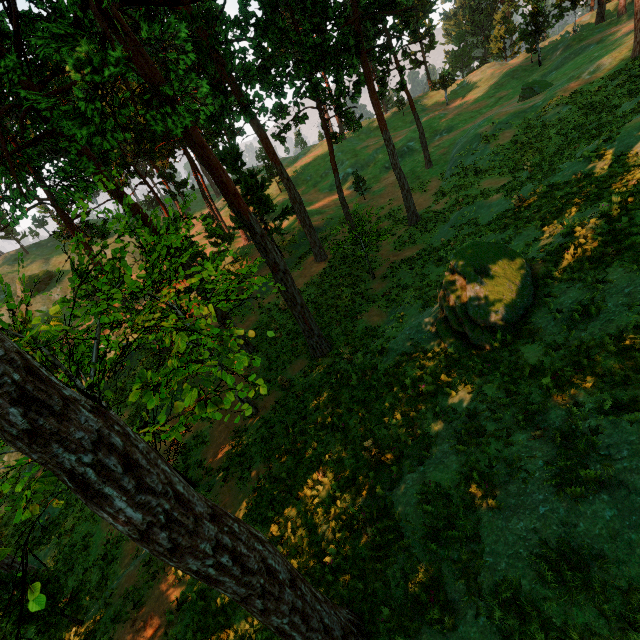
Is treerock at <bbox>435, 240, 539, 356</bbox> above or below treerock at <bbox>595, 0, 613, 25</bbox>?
below

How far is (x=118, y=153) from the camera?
24.1m

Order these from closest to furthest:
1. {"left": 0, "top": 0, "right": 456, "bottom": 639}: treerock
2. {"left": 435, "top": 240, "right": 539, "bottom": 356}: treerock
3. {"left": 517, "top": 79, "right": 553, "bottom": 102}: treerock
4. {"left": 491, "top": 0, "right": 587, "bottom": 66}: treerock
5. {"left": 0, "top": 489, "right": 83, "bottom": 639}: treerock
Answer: {"left": 0, "top": 0, "right": 456, "bottom": 639}: treerock → {"left": 0, "top": 489, "right": 83, "bottom": 639}: treerock → {"left": 435, "top": 240, "right": 539, "bottom": 356}: treerock → {"left": 517, "top": 79, "right": 553, "bottom": 102}: treerock → {"left": 491, "top": 0, "right": 587, "bottom": 66}: treerock

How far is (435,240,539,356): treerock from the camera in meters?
10.1 m

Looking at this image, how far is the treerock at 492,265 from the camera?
10.1m

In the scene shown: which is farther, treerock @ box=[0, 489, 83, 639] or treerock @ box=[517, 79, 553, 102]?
treerock @ box=[517, 79, 553, 102]

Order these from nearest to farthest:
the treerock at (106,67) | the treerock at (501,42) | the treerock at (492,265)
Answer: the treerock at (106,67) → the treerock at (492,265) → the treerock at (501,42)
